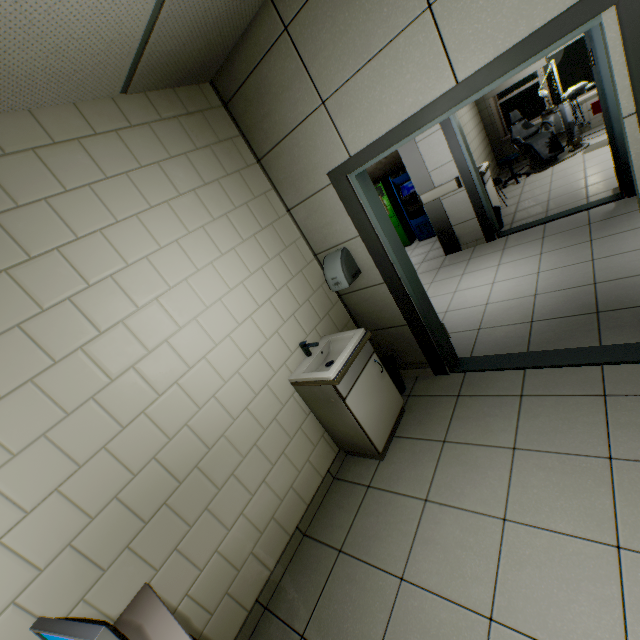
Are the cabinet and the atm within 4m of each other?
no

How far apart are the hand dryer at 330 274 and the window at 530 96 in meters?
8.3

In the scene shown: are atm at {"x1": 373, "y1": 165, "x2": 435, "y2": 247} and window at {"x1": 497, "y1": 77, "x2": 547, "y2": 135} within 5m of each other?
yes

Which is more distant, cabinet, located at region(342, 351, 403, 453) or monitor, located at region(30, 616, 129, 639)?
cabinet, located at region(342, 351, 403, 453)

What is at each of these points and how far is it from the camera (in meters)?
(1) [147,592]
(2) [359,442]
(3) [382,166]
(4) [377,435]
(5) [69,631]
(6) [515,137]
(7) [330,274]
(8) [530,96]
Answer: (1) table, 1.71
(2) sink, 2.71
(3) stairs, 7.71
(4) cabinet, 2.67
(5) monitor, 1.17
(6) chair, 7.10
(7) hand dryer, 2.94
(8) window, 7.78

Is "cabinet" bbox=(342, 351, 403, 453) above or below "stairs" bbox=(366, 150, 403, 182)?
below

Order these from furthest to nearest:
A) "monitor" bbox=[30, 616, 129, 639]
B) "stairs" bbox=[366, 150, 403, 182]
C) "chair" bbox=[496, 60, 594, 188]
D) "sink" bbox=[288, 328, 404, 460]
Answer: "stairs" bbox=[366, 150, 403, 182]
"chair" bbox=[496, 60, 594, 188]
"sink" bbox=[288, 328, 404, 460]
"monitor" bbox=[30, 616, 129, 639]

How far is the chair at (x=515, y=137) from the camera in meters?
6.5 m
